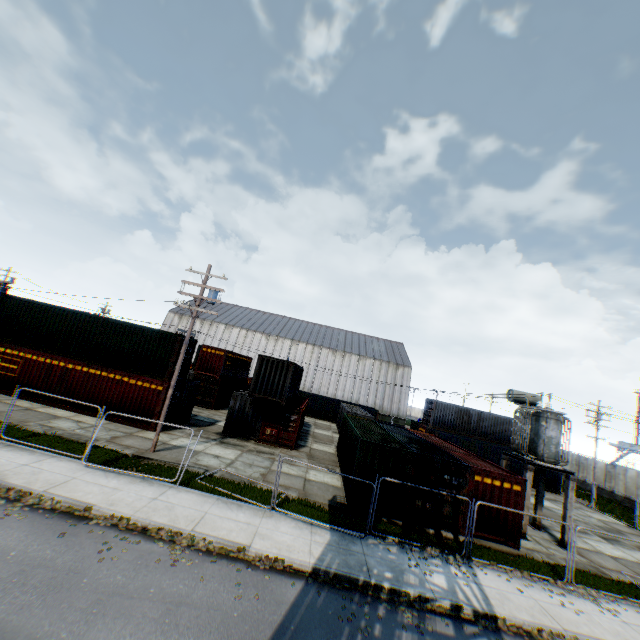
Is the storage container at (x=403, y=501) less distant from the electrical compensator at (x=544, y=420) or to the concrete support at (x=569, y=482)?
the concrete support at (x=569, y=482)

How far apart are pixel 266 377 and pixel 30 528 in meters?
14.2 m

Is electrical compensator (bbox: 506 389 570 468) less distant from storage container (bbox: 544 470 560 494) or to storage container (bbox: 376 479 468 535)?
storage container (bbox: 376 479 468 535)

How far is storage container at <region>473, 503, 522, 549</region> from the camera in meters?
14.4 m

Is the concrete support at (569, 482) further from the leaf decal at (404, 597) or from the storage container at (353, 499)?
the leaf decal at (404, 597)

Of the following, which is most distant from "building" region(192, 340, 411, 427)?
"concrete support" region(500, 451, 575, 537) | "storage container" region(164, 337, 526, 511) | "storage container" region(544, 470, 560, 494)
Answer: "concrete support" region(500, 451, 575, 537)

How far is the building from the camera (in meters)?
56.81

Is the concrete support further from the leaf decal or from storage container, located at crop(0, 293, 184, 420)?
storage container, located at crop(0, 293, 184, 420)
